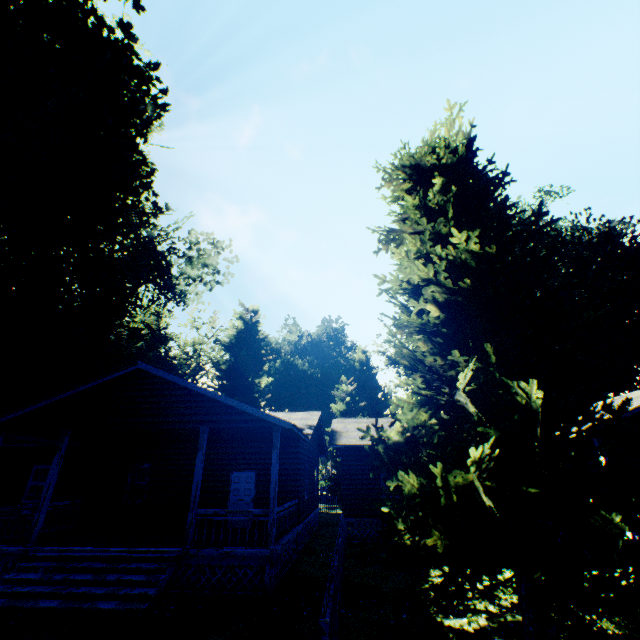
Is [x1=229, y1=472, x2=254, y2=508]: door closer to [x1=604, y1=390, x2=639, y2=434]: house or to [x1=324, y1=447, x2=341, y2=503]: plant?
[x1=604, y1=390, x2=639, y2=434]: house

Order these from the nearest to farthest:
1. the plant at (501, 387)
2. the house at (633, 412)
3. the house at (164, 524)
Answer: the plant at (501, 387), the house at (164, 524), the house at (633, 412)

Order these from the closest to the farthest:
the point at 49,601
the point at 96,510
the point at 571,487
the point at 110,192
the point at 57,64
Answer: the point at 571,487 < the point at 49,601 < the point at 57,64 < the point at 96,510 < the point at 110,192

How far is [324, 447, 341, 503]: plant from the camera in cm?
3841

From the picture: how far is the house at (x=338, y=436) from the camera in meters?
16.0 m

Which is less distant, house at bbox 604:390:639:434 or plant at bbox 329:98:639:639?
plant at bbox 329:98:639:639

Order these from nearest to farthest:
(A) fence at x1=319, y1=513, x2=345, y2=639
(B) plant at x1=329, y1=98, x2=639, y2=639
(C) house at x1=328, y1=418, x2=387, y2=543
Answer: (A) fence at x1=319, y1=513, x2=345, y2=639
(B) plant at x1=329, y1=98, x2=639, y2=639
(C) house at x1=328, y1=418, x2=387, y2=543
